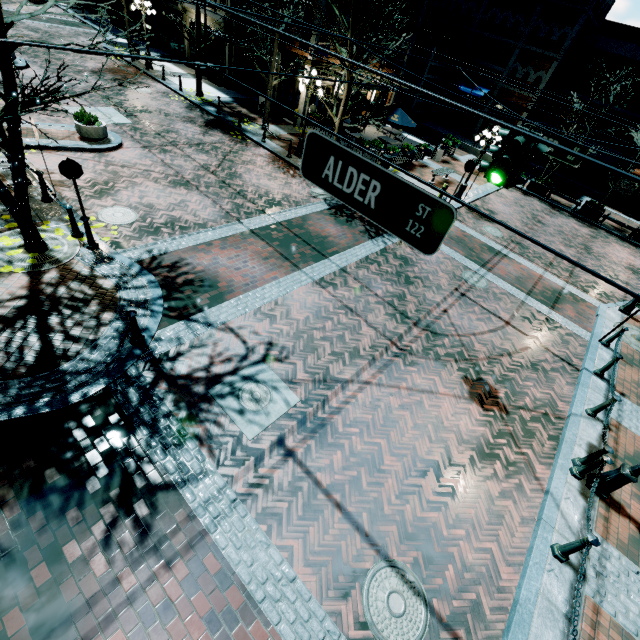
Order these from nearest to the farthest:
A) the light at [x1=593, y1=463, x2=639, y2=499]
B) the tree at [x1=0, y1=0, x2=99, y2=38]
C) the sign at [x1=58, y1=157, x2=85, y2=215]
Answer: the tree at [x1=0, y1=0, x2=99, y2=38]
the light at [x1=593, y1=463, x2=639, y2=499]
the sign at [x1=58, y1=157, x2=85, y2=215]

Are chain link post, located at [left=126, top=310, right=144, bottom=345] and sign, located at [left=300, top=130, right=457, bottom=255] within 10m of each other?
A: yes

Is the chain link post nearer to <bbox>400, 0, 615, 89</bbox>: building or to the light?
the light

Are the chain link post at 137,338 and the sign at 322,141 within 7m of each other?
yes

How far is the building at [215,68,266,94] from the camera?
21.45m

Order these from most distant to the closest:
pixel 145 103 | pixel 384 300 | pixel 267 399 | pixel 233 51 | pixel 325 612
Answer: pixel 233 51
pixel 145 103
pixel 384 300
pixel 267 399
pixel 325 612

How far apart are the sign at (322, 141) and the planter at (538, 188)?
26.0m

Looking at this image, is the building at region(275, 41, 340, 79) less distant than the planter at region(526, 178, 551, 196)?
Yes
